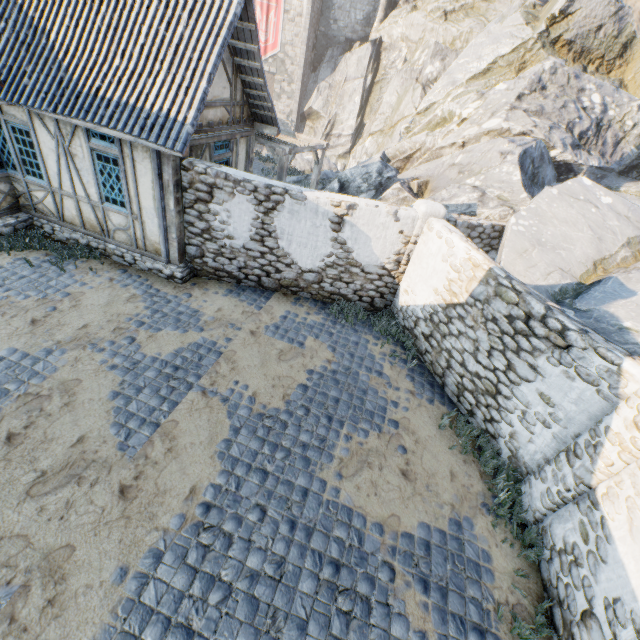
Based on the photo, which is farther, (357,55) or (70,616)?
(357,55)

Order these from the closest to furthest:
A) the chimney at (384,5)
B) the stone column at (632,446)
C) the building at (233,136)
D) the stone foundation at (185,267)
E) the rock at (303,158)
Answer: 1. the stone column at (632,446)
2. the building at (233,136)
3. the stone foundation at (185,267)
4. the rock at (303,158)
5. the chimney at (384,5)

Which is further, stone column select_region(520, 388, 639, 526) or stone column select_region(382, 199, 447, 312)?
stone column select_region(382, 199, 447, 312)

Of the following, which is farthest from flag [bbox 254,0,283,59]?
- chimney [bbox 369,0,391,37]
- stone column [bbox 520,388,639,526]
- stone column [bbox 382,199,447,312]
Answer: stone column [bbox 520,388,639,526]

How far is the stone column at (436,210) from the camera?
7.71m

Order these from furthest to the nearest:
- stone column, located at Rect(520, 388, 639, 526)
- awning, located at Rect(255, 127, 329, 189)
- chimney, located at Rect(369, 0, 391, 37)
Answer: chimney, located at Rect(369, 0, 391, 37) < awning, located at Rect(255, 127, 329, 189) < stone column, located at Rect(520, 388, 639, 526)

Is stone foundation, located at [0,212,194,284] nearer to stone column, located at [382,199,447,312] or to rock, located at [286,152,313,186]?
rock, located at [286,152,313,186]

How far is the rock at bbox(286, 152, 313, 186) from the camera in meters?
17.5
